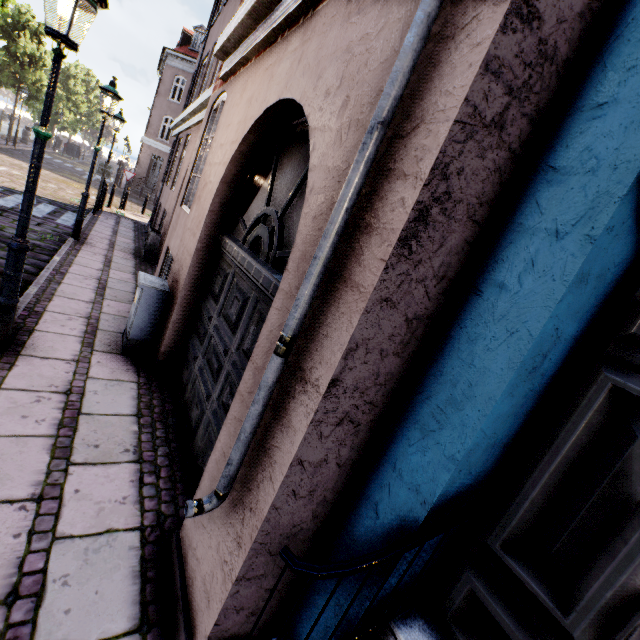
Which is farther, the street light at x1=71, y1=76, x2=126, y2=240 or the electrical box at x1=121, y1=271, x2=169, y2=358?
the street light at x1=71, y1=76, x2=126, y2=240

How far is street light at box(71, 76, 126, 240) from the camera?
7.5m

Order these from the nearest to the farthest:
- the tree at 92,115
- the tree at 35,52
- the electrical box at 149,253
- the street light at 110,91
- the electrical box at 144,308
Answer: the electrical box at 144,308
the street light at 110,91
the electrical box at 149,253
the tree at 35,52
the tree at 92,115

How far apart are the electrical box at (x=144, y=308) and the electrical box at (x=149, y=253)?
5.4m

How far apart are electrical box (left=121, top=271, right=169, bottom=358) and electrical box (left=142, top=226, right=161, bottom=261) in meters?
5.4 m

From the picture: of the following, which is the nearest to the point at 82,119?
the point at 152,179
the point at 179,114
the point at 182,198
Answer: the point at 152,179

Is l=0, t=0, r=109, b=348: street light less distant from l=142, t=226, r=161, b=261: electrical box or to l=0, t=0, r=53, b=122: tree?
l=0, t=0, r=53, b=122: tree

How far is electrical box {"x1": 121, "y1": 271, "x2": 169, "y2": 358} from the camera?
4.25m
